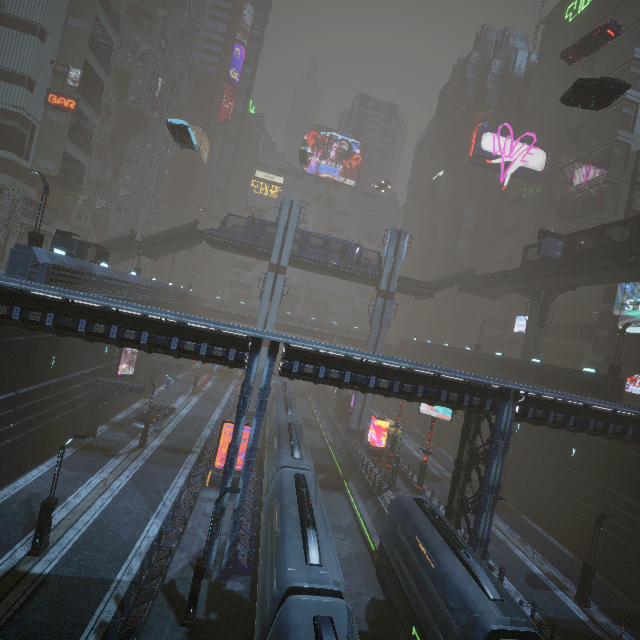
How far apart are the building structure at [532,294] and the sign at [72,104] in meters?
59.8 m

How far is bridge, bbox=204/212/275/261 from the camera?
38.9m

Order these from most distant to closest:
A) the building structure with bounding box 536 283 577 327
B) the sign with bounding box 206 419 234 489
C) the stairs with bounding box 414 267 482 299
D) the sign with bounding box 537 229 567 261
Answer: the stairs with bounding box 414 267 482 299, the building structure with bounding box 536 283 577 327, the sign with bounding box 537 229 567 261, the sign with bounding box 206 419 234 489

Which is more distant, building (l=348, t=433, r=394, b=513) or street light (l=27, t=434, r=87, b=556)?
building (l=348, t=433, r=394, b=513)

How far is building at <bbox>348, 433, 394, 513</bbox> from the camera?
26.2 meters

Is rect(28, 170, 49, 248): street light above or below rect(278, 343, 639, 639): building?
above

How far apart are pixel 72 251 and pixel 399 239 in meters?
33.7

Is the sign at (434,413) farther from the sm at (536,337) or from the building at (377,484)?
the sm at (536,337)
